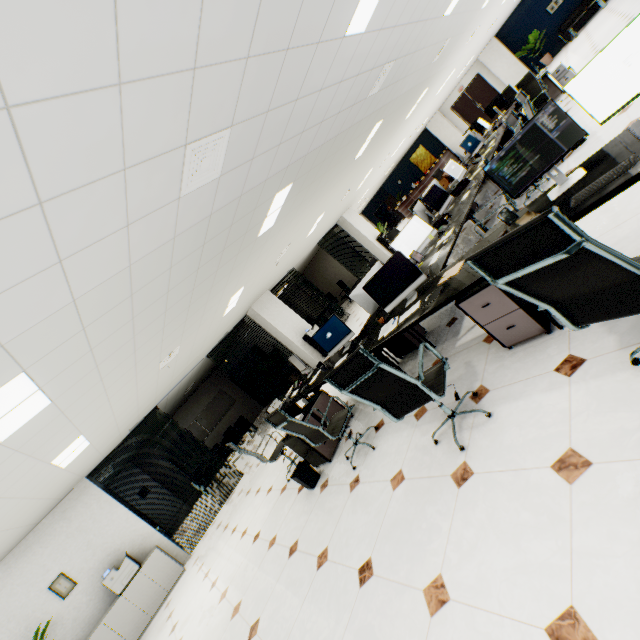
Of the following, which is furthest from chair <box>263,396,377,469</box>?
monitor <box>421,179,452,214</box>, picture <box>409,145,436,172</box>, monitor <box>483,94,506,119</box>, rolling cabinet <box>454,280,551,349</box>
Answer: picture <box>409,145,436,172</box>

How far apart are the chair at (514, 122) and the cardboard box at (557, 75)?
5.8 meters

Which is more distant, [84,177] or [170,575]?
[170,575]

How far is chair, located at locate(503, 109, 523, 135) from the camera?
4.3 meters

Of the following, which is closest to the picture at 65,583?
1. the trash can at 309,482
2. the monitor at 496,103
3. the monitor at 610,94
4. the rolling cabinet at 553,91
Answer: the trash can at 309,482

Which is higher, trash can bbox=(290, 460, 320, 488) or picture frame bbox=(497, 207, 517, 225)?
picture frame bbox=(497, 207, 517, 225)

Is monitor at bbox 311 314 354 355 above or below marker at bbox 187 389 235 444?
below

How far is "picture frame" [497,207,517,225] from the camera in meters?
2.7
